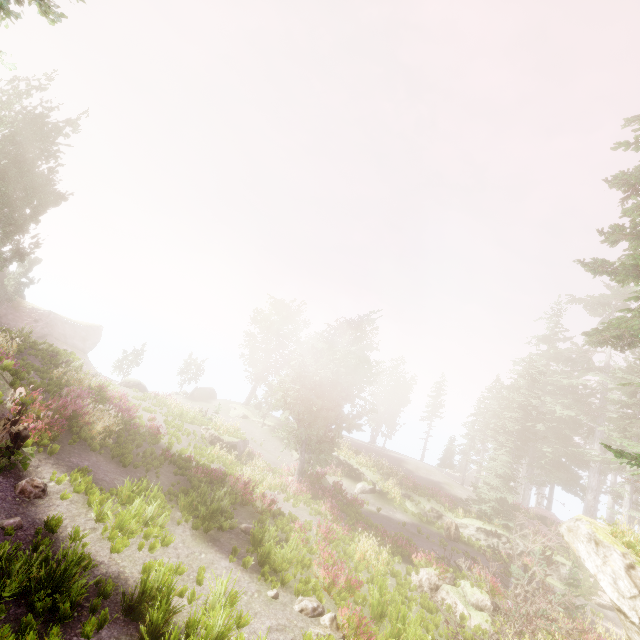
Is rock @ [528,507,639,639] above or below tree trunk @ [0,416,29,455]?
above

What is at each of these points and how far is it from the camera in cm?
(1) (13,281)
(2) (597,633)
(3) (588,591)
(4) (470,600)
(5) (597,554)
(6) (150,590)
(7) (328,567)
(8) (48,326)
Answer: (1) instancedfoliageactor, 3503
(2) instancedfoliageactor, 1470
(3) instancedfoliageactor, 1994
(4) rock, 1364
(5) rock, 1056
(6) instancedfoliageactor, 731
(7) instancedfoliageactor, 1253
(8) rock, 3812

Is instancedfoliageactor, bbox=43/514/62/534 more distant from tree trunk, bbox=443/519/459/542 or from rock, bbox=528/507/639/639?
tree trunk, bbox=443/519/459/542

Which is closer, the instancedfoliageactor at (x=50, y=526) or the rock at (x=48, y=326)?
the instancedfoliageactor at (x=50, y=526)

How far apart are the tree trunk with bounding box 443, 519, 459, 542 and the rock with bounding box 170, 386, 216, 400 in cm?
3028

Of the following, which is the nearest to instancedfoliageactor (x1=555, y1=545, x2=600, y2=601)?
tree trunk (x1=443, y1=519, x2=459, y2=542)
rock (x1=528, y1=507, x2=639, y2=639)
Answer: rock (x1=528, y1=507, x2=639, y2=639)

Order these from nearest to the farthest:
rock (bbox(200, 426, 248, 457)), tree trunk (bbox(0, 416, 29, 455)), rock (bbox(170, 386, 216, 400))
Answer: tree trunk (bbox(0, 416, 29, 455)), rock (bbox(200, 426, 248, 457)), rock (bbox(170, 386, 216, 400))

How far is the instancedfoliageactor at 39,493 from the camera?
8.6m
